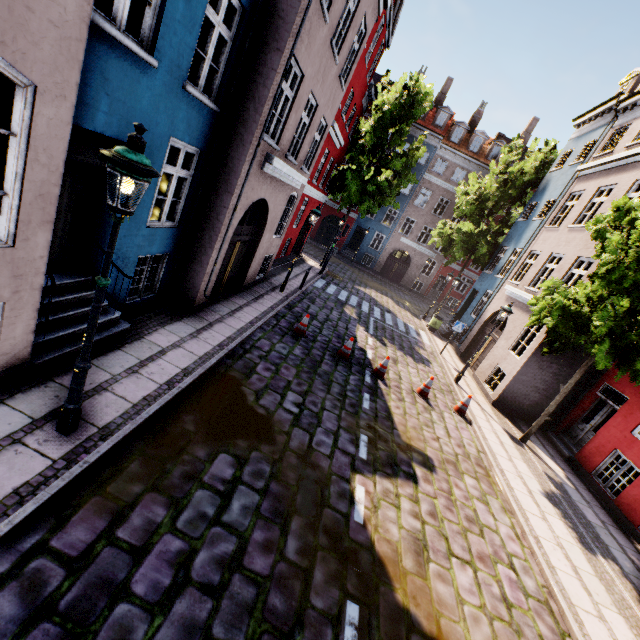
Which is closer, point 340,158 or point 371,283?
point 340,158

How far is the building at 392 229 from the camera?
30.23m

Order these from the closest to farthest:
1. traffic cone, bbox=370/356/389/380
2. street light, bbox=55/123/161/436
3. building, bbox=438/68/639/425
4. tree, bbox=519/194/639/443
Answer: street light, bbox=55/123/161/436, tree, bbox=519/194/639/443, traffic cone, bbox=370/356/389/380, building, bbox=438/68/639/425

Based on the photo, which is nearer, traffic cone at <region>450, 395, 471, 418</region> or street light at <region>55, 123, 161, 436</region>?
street light at <region>55, 123, 161, 436</region>

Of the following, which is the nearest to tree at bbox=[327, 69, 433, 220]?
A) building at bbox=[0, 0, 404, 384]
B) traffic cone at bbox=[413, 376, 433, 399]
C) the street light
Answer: building at bbox=[0, 0, 404, 384]

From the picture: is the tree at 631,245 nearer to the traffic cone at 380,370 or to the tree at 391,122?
the traffic cone at 380,370

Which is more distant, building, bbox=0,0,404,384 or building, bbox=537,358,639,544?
building, bbox=537,358,639,544

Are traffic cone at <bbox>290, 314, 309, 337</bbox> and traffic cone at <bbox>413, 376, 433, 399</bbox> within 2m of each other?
no
